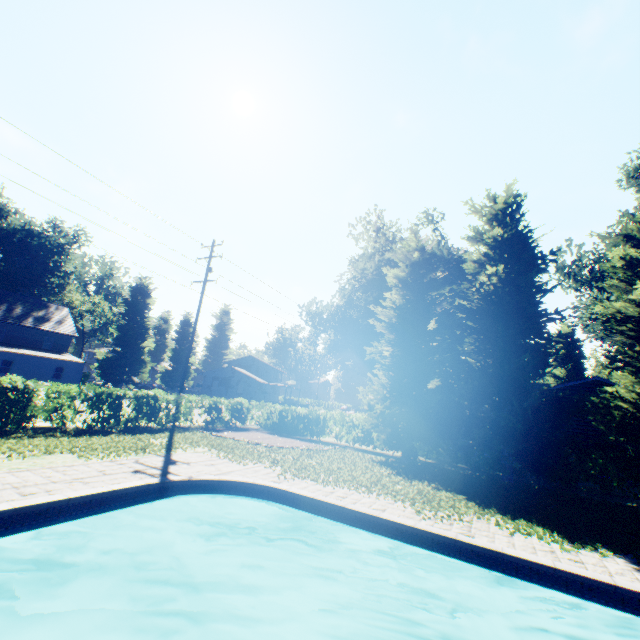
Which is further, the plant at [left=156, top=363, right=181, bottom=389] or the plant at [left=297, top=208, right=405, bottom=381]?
the plant at [left=156, top=363, right=181, bottom=389]

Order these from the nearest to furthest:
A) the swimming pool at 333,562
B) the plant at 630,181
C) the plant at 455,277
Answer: the swimming pool at 333,562 < the plant at 630,181 < the plant at 455,277

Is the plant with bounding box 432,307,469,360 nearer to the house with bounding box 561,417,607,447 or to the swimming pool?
the swimming pool

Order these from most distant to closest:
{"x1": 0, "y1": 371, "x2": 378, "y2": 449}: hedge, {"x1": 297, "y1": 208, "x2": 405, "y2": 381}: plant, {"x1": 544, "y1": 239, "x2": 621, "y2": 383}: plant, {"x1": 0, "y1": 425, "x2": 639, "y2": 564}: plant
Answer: {"x1": 297, "y1": 208, "x2": 405, "y2": 381}: plant, {"x1": 544, "y1": 239, "x2": 621, "y2": 383}: plant, {"x1": 0, "y1": 371, "x2": 378, "y2": 449}: hedge, {"x1": 0, "y1": 425, "x2": 639, "y2": 564}: plant

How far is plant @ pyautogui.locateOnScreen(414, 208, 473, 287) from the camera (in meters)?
33.06

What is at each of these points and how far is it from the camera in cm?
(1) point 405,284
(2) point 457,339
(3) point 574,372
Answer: (1) tree, 1692
(2) plant, 3669
(3) plant, 5075

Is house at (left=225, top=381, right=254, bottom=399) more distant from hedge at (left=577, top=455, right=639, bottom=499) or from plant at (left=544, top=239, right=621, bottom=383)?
hedge at (left=577, top=455, right=639, bottom=499)

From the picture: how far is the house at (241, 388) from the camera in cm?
5944
